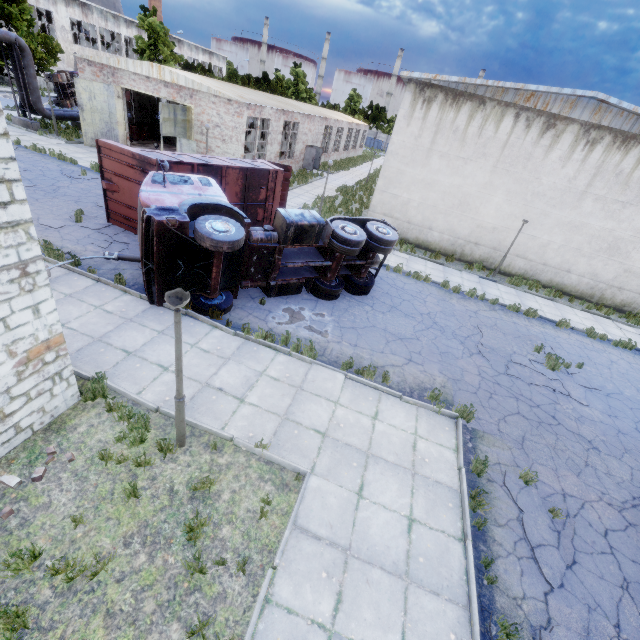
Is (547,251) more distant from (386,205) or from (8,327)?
(8,327)

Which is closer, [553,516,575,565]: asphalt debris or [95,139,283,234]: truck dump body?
[553,516,575,565]: asphalt debris

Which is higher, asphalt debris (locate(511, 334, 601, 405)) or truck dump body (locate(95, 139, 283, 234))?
truck dump body (locate(95, 139, 283, 234))

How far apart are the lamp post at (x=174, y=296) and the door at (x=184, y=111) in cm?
2041

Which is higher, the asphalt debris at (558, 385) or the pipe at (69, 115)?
the pipe at (69, 115)

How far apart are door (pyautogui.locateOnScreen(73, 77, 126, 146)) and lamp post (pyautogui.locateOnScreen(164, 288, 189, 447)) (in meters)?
24.87

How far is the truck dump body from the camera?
11.4m

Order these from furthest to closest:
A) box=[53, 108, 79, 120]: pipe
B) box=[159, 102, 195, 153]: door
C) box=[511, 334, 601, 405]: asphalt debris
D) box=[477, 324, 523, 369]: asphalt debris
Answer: box=[53, 108, 79, 120]: pipe
box=[159, 102, 195, 153]: door
box=[477, 324, 523, 369]: asphalt debris
box=[511, 334, 601, 405]: asphalt debris
